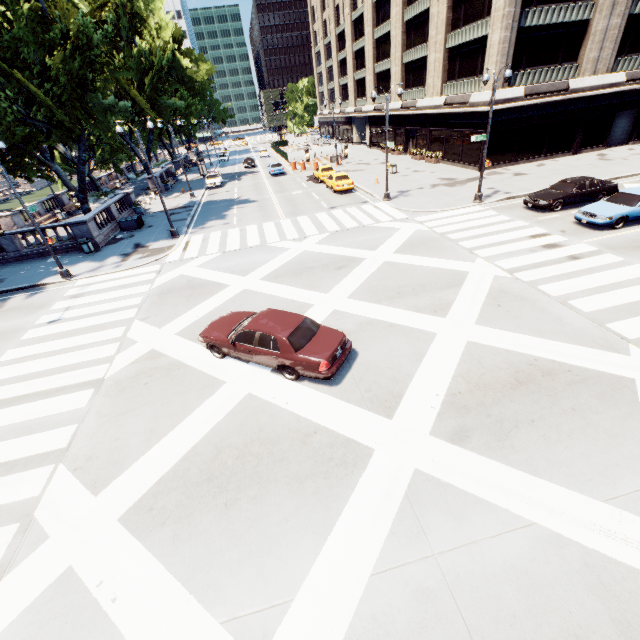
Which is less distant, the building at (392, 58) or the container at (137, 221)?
the building at (392, 58)

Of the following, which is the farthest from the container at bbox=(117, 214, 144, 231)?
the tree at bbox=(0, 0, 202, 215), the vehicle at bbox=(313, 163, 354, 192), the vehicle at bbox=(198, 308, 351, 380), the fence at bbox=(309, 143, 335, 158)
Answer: the fence at bbox=(309, 143, 335, 158)

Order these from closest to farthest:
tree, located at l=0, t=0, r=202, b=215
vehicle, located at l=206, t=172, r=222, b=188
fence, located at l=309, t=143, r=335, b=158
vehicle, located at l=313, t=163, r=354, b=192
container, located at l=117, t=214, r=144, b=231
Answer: tree, located at l=0, t=0, r=202, b=215 → container, located at l=117, t=214, r=144, b=231 → vehicle, located at l=313, t=163, r=354, b=192 → vehicle, located at l=206, t=172, r=222, b=188 → fence, located at l=309, t=143, r=335, b=158

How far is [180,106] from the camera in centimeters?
3803cm

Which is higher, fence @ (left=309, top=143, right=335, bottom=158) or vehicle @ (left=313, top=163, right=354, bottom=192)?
fence @ (left=309, top=143, right=335, bottom=158)

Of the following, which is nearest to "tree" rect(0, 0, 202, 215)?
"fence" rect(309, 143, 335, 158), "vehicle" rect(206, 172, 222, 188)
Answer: "vehicle" rect(206, 172, 222, 188)

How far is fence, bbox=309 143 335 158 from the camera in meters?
45.7

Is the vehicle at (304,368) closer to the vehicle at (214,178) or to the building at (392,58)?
the building at (392,58)
